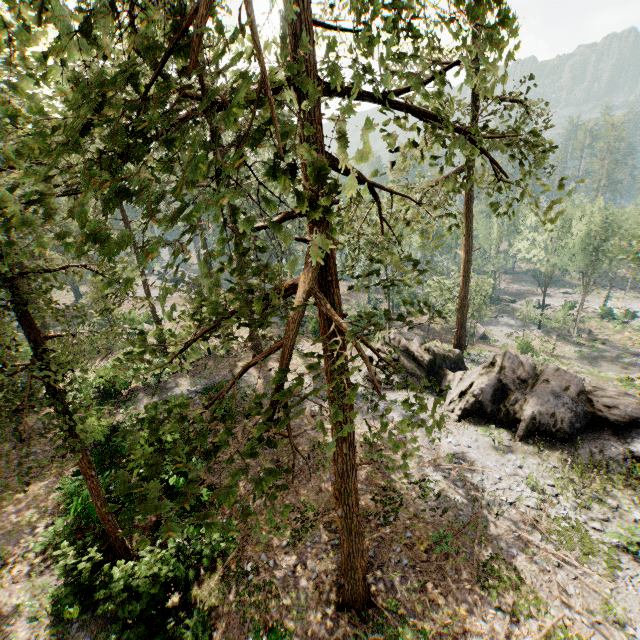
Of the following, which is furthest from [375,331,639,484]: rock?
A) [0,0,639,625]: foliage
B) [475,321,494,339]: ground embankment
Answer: [475,321,494,339]: ground embankment

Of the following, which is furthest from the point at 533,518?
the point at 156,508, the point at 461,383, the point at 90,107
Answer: the point at 90,107

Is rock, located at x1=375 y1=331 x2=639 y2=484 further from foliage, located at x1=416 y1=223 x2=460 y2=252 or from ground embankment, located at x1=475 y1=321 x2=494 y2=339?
ground embankment, located at x1=475 y1=321 x2=494 y2=339

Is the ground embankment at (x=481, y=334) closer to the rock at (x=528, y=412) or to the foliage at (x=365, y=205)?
the foliage at (x=365, y=205)

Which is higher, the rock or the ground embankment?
the rock
